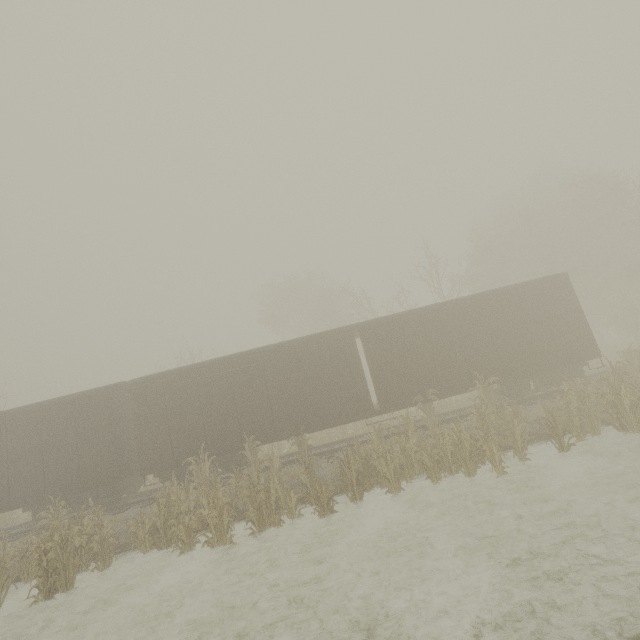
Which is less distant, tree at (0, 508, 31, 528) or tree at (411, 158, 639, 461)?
tree at (411, 158, 639, 461)

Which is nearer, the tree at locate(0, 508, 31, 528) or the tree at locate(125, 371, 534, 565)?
the tree at locate(125, 371, 534, 565)

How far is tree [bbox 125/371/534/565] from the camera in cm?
898

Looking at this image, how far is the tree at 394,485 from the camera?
8.98m

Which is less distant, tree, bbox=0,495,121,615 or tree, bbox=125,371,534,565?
tree, bbox=0,495,121,615

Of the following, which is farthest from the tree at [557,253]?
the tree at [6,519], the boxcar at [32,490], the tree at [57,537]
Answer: the tree at [6,519]

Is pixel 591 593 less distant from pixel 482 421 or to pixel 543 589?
pixel 543 589

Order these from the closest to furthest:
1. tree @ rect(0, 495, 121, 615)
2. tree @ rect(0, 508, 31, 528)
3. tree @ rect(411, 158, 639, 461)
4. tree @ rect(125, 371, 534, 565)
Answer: tree @ rect(0, 495, 121, 615) → tree @ rect(125, 371, 534, 565) → tree @ rect(411, 158, 639, 461) → tree @ rect(0, 508, 31, 528)
